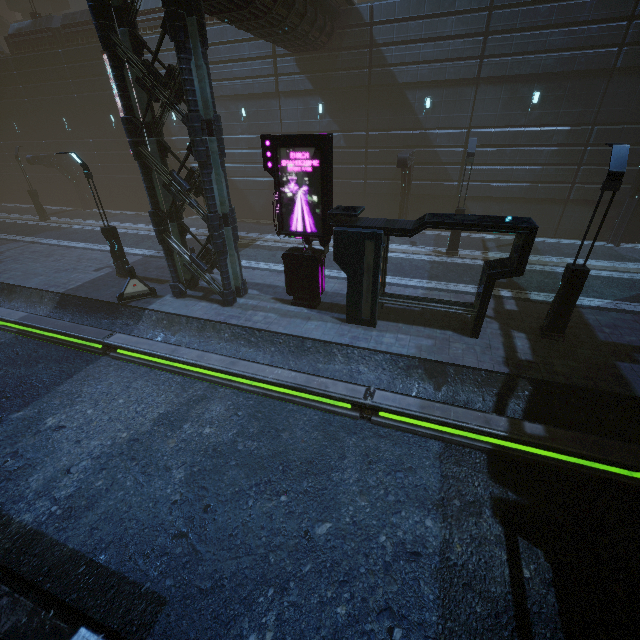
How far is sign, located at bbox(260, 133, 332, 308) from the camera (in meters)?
10.10

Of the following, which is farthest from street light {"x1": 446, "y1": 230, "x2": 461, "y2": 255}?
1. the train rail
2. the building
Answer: the train rail

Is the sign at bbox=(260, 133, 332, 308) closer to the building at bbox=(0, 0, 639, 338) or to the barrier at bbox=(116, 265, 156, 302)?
the building at bbox=(0, 0, 639, 338)

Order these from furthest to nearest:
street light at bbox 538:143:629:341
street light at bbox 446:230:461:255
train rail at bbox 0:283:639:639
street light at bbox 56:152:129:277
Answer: street light at bbox 446:230:461:255 → street light at bbox 56:152:129:277 → street light at bbox 538:143:629:341 → train rail at bbox 0:283:639:639

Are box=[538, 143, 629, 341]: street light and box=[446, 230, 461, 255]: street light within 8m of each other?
yes

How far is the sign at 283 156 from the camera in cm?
1010

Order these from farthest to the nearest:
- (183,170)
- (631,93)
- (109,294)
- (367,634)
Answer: (183,170) < (631,93) < (109,294) < (367,634)

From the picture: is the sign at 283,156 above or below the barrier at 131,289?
above
